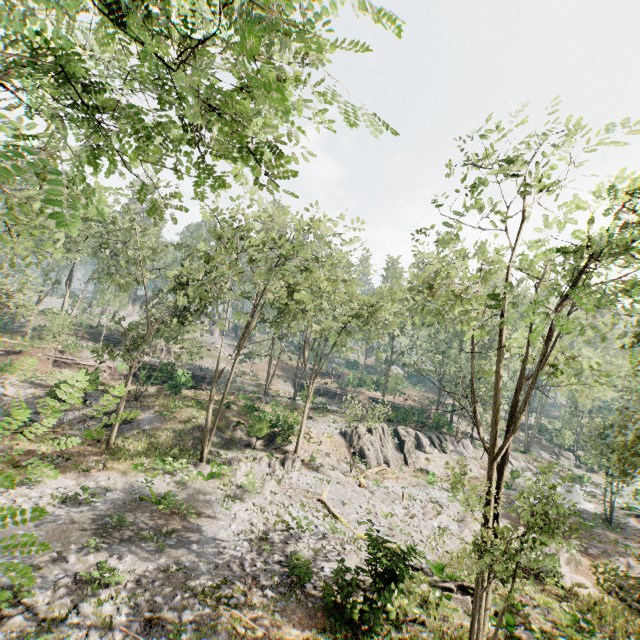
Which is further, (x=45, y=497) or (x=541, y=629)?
(x=45, y=497)

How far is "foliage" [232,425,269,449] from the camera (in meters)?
26.91

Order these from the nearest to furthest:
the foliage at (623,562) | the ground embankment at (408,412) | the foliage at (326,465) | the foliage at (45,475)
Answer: the foliage at (45,475) → the foliage at (623,562) → the foliage at (326,465) → the ground embankment at (408,412)

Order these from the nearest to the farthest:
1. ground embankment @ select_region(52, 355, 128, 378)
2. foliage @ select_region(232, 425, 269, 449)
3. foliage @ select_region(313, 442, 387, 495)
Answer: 1. foliage @ select_region(313, 442, 387, 495)
2. foliage @ select_region(232, 425, 269, 449)
3. ground embankment @ select_region(52, 355, 128, 378)

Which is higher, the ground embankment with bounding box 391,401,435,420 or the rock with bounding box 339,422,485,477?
the ground embankment with bounding box 391,401,435,420

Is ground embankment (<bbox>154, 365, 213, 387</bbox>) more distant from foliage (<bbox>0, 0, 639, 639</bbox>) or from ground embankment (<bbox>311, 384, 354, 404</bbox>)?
foliage (<bbox>0, 0, 639, 639</bbox>)

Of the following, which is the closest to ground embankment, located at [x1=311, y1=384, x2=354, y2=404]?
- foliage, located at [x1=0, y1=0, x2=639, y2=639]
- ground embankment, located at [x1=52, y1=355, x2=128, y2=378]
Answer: → ground embankment, located at [x1=52, y1=355, x2=128, y2=378]

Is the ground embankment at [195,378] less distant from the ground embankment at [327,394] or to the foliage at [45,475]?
the ground embankment at [327,394]
